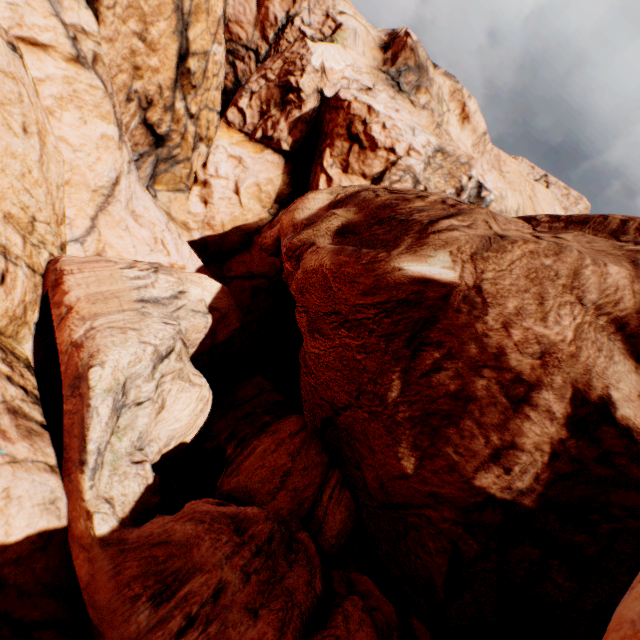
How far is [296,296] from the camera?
12.9m
